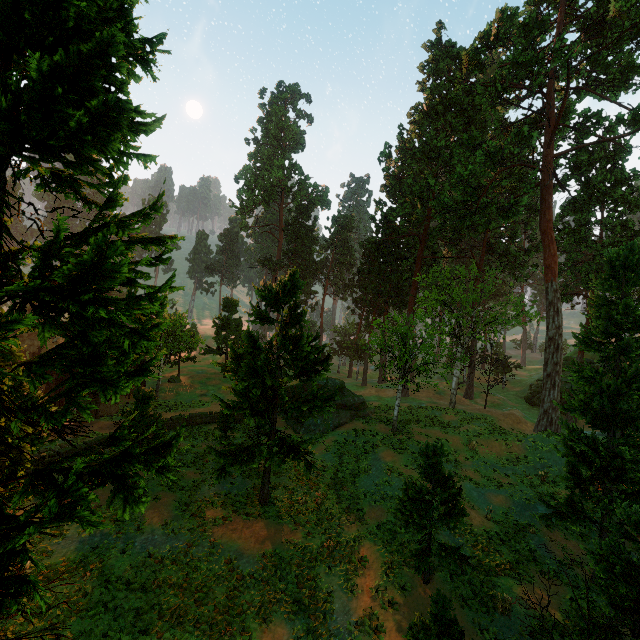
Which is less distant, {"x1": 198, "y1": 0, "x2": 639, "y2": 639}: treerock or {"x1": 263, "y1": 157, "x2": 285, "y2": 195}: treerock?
{"x1": 198, "y1": 0, "x2": 639, "y2": 639}: treerock

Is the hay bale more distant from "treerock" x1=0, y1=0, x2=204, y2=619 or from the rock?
the rock

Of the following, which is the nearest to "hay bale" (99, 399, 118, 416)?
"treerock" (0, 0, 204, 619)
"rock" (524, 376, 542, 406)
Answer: "treerock" (0, 0, 204, 619)

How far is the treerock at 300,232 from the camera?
57.78m

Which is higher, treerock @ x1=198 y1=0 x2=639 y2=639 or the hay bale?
treerock @ x1=198 y1=0 x2=639 y2=639

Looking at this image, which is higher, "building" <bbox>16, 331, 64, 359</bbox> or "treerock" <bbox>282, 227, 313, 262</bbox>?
"treerock" <bbox>282, 227, 313, 262</bbox>

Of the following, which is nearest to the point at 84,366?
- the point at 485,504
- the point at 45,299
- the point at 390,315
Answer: the point at 45,299
